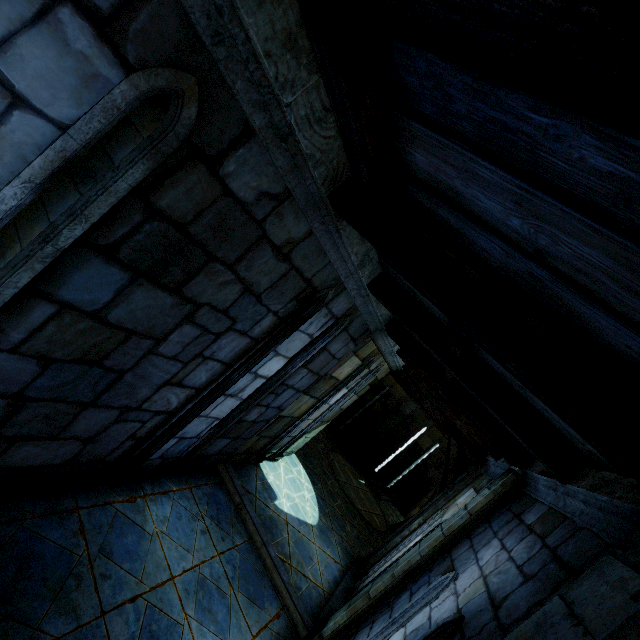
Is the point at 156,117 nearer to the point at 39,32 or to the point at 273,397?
the point at 39,32
